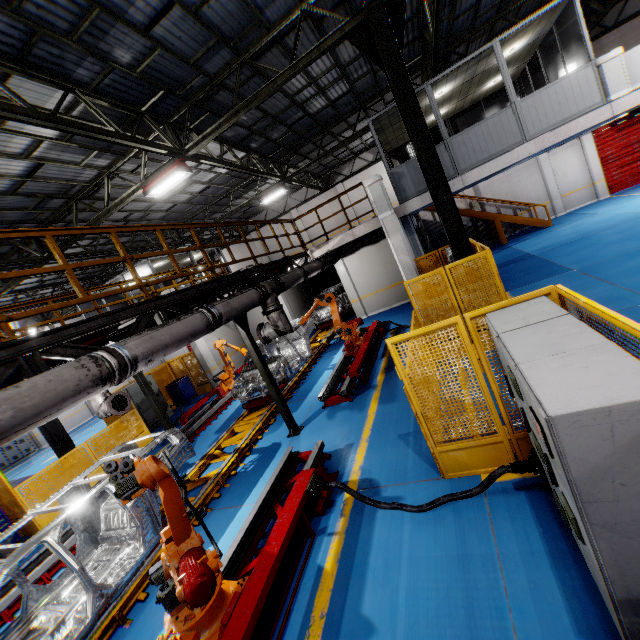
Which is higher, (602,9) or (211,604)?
(602,9)

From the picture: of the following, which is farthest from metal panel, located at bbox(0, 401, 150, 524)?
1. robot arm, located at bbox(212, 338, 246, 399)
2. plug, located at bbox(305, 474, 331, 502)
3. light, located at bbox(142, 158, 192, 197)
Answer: light, located at bbox(142, 158, 192, 197)

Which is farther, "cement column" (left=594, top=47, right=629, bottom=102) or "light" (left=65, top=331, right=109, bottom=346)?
"cement column" (left=594, top=47, right=629, bottom=102)

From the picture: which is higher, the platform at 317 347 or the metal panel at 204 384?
the metal panel at 204 384

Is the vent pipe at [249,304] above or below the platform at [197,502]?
above

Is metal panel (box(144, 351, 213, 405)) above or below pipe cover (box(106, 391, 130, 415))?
below

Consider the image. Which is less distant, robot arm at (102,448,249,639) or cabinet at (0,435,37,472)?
robot arm at (102,448,249,639)

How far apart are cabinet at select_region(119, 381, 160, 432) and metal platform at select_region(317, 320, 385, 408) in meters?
9.2
